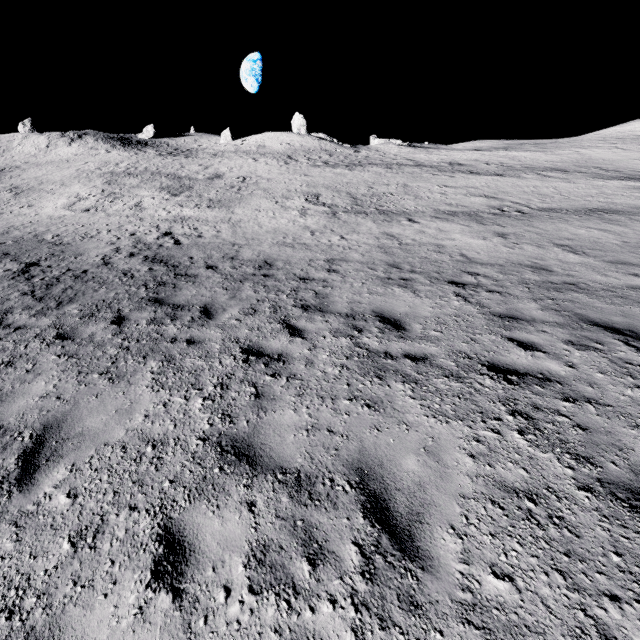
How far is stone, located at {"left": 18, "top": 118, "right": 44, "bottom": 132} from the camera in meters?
54.0 m

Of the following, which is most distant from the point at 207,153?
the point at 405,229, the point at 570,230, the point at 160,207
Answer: the point at 570,230

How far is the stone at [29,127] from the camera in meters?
54.0
